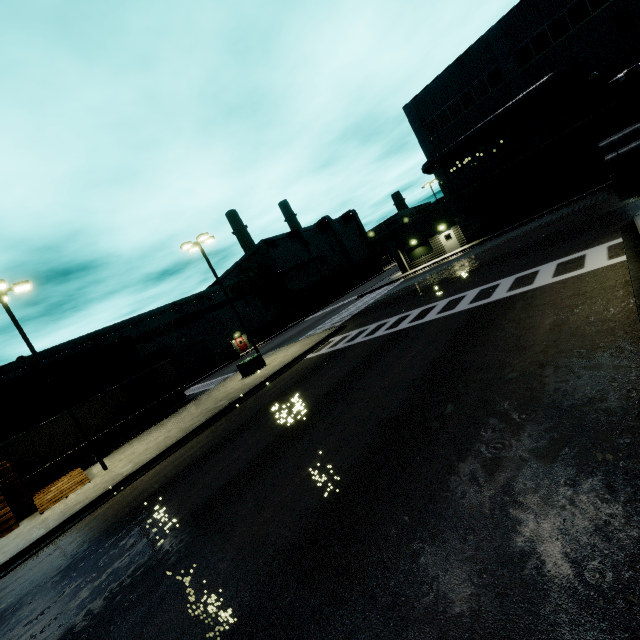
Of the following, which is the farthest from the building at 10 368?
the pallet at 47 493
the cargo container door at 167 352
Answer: the cargo container door at 167 352

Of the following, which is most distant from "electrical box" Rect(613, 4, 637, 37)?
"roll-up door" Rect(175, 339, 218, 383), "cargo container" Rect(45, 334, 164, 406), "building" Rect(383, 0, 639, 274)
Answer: "roll-up door" Rect(175, 339, 218, 383)

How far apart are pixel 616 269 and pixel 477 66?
27.76m

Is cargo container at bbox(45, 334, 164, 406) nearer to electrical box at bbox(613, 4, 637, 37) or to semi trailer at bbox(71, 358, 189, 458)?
semi trailer at bbox(71, 358, 189, 458)

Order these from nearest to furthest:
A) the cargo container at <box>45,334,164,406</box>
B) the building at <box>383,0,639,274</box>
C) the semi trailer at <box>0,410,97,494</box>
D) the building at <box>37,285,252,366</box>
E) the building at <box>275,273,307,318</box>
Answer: the semi trailer at <box>0,410,97,494</box>, the building at <box>383,0,639,274</box>, the cargo container at <box>45,334,164,406</box>, the building at <box>37,285,252,366</box>, the building at <box>275,273,307,318</box>

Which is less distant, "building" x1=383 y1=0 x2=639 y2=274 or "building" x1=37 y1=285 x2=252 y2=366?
"building" x1=383 y1=0 x2=639 y2=274

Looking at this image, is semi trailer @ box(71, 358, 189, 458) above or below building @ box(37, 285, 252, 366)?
below

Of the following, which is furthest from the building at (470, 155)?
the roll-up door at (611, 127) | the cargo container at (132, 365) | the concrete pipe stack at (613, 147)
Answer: the concrete pipe stack at (613, 147)
